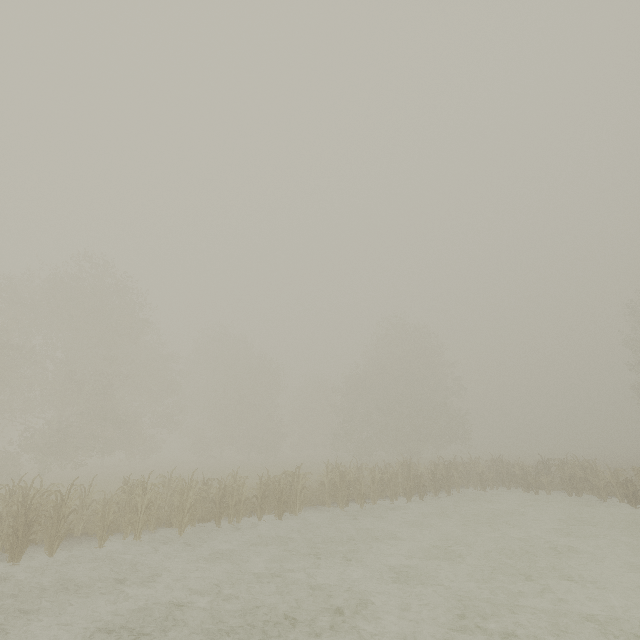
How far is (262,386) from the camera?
43.6 meters
